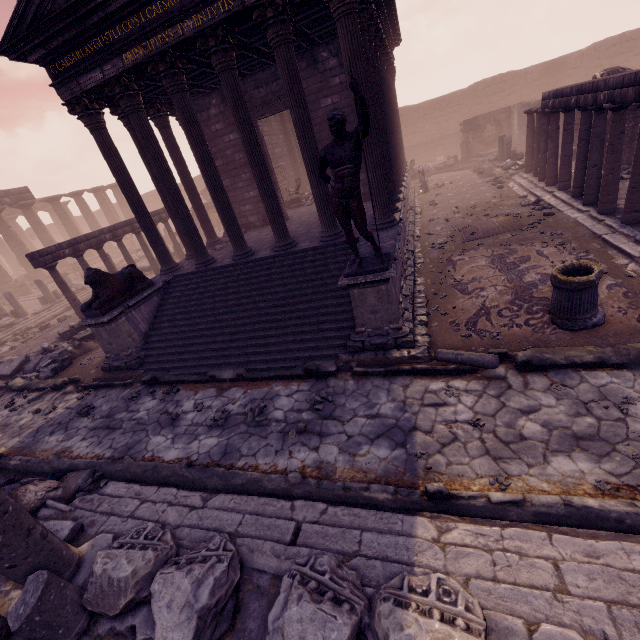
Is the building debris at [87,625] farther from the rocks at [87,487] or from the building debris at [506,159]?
the building debris at [506,159]

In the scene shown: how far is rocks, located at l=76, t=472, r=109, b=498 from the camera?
5.2 meters

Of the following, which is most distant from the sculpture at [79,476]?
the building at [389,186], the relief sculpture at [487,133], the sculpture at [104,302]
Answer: the relief sculpture at [487,133]

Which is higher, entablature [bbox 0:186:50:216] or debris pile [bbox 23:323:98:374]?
entablature [bbox 0:186:50:216]

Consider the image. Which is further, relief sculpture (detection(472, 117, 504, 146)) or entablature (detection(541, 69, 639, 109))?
relief sculpture (detection(472, 117, 504, 146))

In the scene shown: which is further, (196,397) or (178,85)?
(178,85)

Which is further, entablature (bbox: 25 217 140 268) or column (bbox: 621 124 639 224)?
entablature (bbox: 25 217 140 268)

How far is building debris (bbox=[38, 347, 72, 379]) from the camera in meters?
10.0
